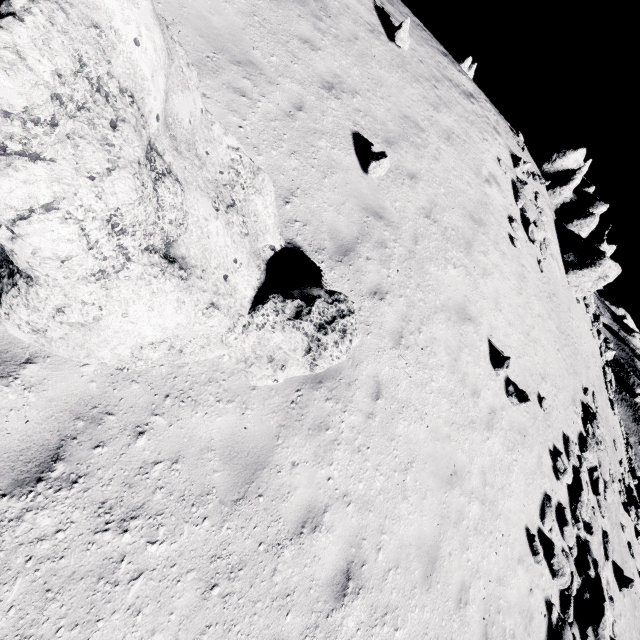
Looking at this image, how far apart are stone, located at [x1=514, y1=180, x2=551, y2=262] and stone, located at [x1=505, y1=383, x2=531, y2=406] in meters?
8.9

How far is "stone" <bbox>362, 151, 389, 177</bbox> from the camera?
7.3m

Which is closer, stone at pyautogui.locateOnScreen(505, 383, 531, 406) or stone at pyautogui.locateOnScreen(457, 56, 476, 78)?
stone at pyautogui.locateOnScreen(505, 383, 531, 406)

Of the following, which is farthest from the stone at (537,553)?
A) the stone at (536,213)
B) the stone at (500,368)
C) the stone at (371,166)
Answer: the stone at (536,213)

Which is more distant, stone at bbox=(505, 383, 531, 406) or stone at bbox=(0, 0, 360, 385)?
stone at bbox=(505, 383, 531, 406)

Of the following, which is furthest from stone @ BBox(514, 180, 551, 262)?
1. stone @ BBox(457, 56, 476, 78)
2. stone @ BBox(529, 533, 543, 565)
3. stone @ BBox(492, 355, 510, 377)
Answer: stone @ BBox(457, 56, 476, 78)

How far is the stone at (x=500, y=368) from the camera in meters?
9.4

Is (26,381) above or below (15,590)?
above
